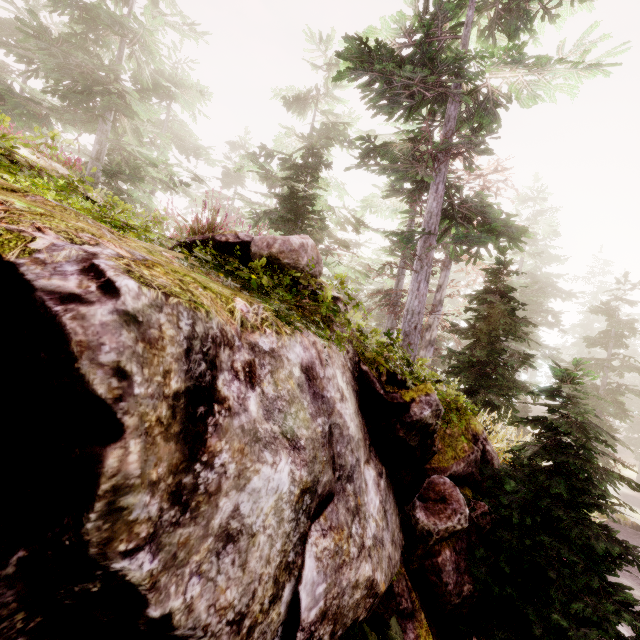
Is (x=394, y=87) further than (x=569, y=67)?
Yes

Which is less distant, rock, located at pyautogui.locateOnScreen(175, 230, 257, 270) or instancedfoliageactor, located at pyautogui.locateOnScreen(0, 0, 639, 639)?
instancedfoliageactor, located at pyautogui.locateOnScreen(0, 0, 639, 639)

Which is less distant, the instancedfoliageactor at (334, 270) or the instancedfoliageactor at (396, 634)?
the instancedfoliageactor at (396, 634)

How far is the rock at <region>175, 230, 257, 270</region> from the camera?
3.9 meters

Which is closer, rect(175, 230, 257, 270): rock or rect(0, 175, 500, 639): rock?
rect(0, 175, 500, 639): rock

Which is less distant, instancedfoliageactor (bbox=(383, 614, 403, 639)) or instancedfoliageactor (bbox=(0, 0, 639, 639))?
instancedfoliageactor (bbox=(383, 614, 403, 639))

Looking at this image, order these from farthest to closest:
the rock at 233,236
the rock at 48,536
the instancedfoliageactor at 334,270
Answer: the rock at 233,236, the instancedfoliageactor at 334,270, the rock at 48,536
